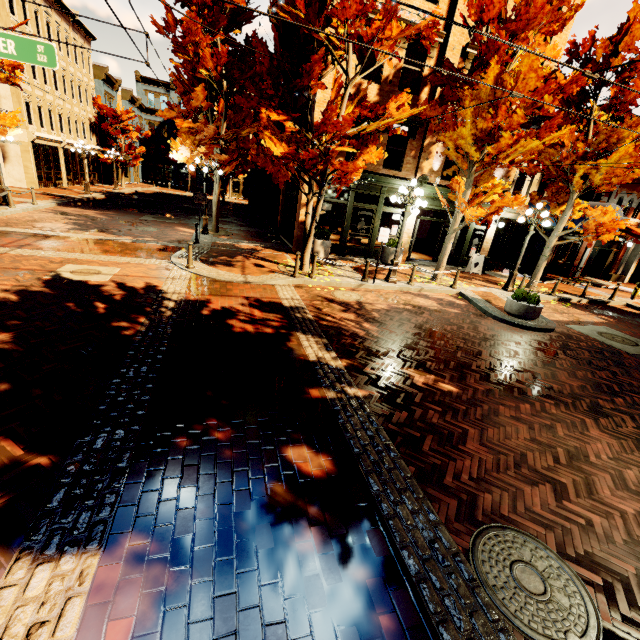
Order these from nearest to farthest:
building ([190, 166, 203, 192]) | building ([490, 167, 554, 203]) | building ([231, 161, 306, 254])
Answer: building ([231, 161, 306, 254]) < building ([490, 167, 554, 203]) < building ([190, 166, 203, 192])

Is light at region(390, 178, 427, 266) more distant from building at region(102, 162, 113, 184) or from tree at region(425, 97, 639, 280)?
building at region(102, 162, 113, 184)

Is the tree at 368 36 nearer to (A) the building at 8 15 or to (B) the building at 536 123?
(B) the building at 536 123

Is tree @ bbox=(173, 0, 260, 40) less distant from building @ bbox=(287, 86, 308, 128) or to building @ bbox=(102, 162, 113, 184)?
building @ bbox=(287, 86, 308, 128)

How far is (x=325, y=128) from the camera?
8.20m

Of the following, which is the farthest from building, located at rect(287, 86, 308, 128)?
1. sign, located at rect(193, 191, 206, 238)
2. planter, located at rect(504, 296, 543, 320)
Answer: planter, located at rect(504, 296, 543, 320)

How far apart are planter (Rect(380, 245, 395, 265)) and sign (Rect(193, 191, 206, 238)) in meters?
8.4 m

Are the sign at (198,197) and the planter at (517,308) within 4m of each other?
no
